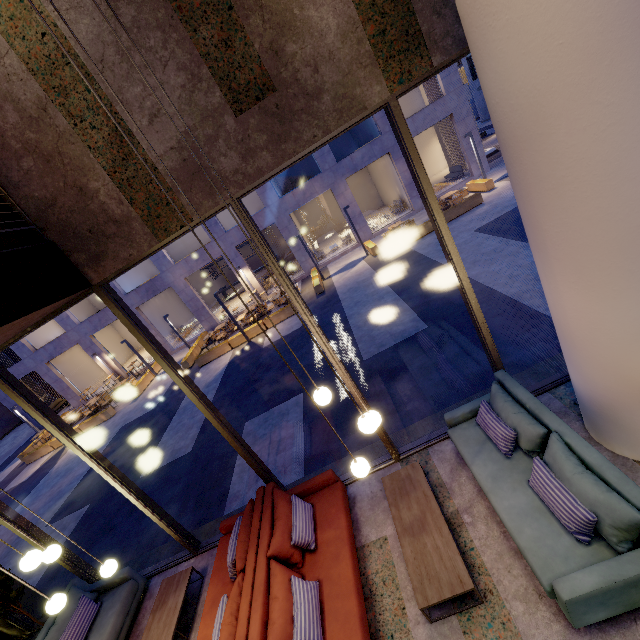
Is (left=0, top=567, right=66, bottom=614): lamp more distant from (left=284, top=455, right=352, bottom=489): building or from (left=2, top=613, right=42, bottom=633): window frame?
(left=2, top=613, right=42, bottom=633): window frame

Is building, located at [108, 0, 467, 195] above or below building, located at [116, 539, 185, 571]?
above

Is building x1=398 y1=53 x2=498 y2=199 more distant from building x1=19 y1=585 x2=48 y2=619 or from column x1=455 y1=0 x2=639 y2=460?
column x1=455 y1=0 x2=639 y2=460

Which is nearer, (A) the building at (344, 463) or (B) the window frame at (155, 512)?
(B) the window frame at (155, 512)

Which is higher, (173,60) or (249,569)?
(173,60)

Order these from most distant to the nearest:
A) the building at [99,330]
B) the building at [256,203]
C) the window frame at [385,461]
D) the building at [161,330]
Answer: the building at [99,330], the building at [161,330], the building at [256,203], the window frame at [385,461]

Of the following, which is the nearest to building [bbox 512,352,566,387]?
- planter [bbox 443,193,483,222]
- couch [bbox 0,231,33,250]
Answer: couch [bbox 0,231,33,250]

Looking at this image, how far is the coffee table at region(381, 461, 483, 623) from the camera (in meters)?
3.26
